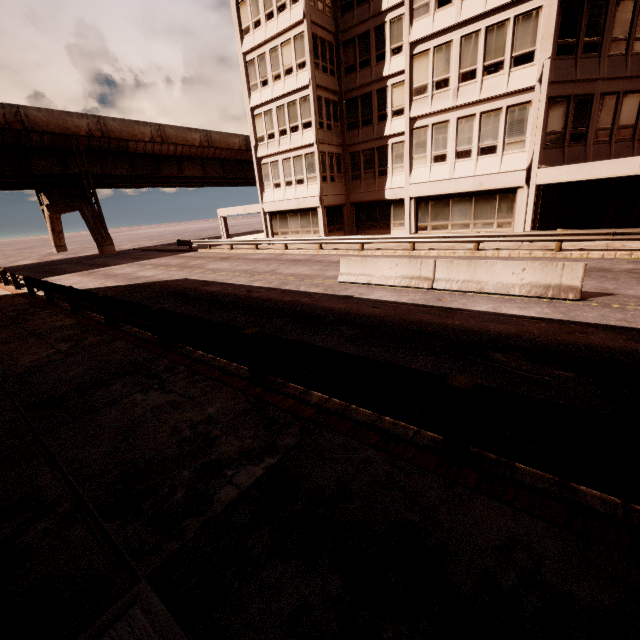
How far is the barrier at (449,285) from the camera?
8.9 meters

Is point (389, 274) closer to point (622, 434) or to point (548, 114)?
point (622, 434)

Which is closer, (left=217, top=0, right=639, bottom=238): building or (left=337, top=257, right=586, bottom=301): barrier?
(left=337, top=257, right=586, bottom=301): barrier

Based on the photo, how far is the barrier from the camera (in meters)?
8.89

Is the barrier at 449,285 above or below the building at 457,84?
below

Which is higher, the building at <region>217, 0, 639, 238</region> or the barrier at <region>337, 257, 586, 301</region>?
the building at <region>217, 0, 639, 238</region>
